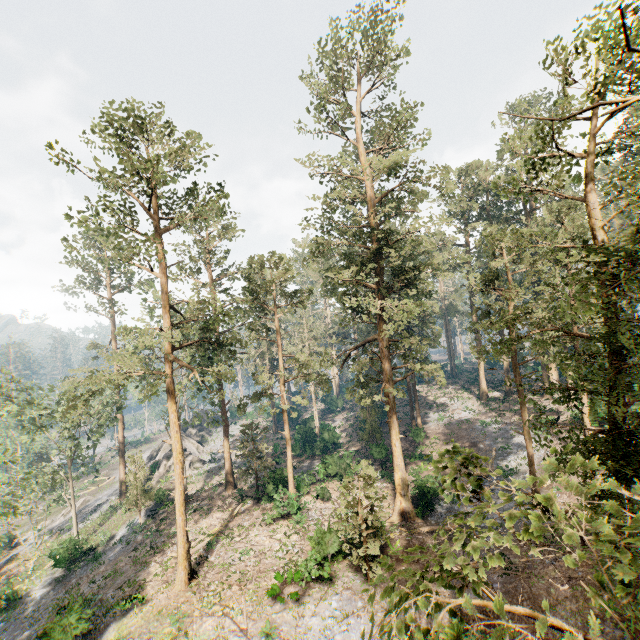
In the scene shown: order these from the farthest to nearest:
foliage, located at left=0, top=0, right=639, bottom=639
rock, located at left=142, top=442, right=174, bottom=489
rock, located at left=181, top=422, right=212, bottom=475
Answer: rock, located at left=181, top=422, right=212, bottom=475 → rock, located at left=142, top=442, right=174, bottom=489 → foliage, located at left=0, top=0, right=639, bottom=639

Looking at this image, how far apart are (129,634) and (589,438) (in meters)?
24.67

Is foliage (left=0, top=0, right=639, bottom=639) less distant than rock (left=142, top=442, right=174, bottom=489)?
Yes

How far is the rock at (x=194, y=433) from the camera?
41.03m

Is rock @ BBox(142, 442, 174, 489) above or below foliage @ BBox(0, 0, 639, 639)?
below

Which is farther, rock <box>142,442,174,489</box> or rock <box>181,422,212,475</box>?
rock <box>181,422,212,475</box>
